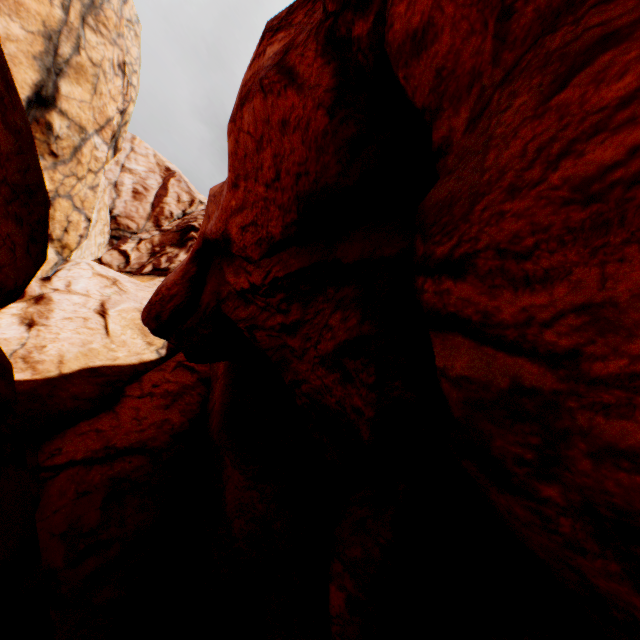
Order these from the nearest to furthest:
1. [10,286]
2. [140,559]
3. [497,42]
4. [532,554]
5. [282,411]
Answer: [497,42] < [10,286] < [532,554] < [140,559] < [282,411]
